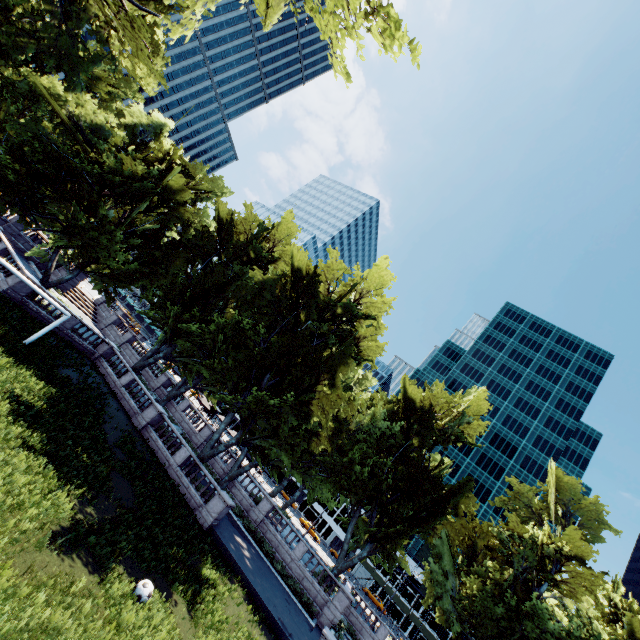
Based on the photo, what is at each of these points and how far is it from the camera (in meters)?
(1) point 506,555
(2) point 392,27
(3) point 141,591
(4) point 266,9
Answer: (1) tree, 28.12
(2) tree, 8.08
(3) ball, 11.20
(4) tree, 11.21

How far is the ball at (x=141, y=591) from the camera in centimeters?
1112cm

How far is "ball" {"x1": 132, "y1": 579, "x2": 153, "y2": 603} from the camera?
11.12m

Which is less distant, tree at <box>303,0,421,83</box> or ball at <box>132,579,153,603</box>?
tree at <box>303,0,421,83</box>

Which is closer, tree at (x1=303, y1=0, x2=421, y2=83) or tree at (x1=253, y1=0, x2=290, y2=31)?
tree at (x1=303, y1=0, x2=421, y2=83)

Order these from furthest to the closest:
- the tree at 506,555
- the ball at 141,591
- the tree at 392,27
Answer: the tree at 506,555 → the ball at 141,591 → the tree at 392,27

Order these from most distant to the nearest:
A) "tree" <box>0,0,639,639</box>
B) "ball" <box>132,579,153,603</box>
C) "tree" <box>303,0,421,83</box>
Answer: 1. "tree" <box>0,0,639,639</box>
2. "ball" <box>132,579,153,603</box>
3. "tree" <box>303,0,421,83</box>
